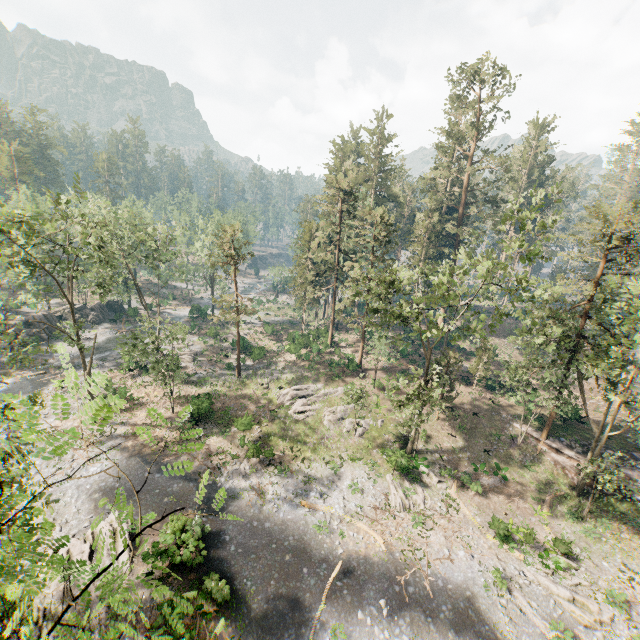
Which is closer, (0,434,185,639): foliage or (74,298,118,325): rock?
(0,434,185,639): foliage

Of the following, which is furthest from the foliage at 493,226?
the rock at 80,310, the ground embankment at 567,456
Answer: the rock at 80,310

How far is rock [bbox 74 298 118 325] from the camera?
51.3 meters

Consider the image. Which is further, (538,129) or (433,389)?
(538,129)

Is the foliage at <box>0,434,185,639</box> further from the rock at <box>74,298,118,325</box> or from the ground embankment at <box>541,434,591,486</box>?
the rock at <box>74,298,118,325</box>
